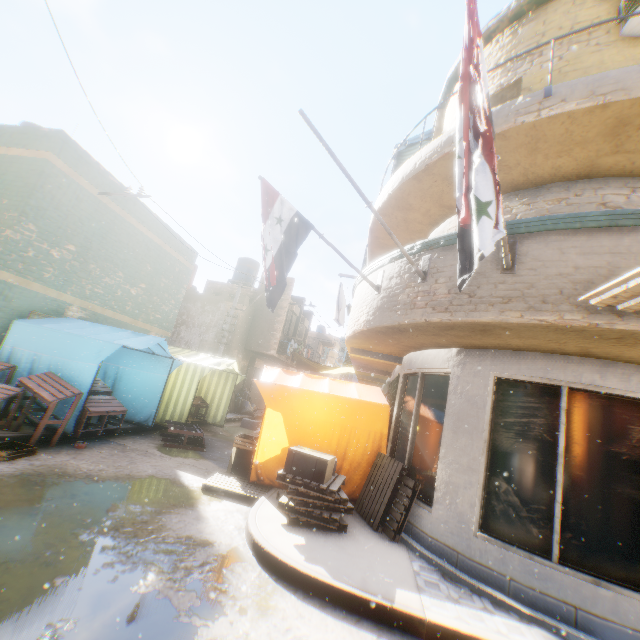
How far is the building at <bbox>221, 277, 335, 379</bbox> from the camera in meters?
18.1

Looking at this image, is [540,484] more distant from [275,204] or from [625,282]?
[275,204]

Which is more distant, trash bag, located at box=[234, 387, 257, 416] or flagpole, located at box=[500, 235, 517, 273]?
trash bag, located at box=[234, 387, 257, 416]

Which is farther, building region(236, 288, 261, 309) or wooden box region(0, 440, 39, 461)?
building region(236, 288, 261, 309)

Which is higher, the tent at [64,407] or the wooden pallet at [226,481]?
the tent at [64,407]

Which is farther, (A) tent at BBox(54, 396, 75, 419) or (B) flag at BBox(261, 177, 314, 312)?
(A) tent at BBox(54, 396, 75, 419)

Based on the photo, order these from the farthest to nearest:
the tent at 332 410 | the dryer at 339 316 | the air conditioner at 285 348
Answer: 1. the air conditioner at 285 348
2. the dryer at 339 316
3. the tent at 332 410

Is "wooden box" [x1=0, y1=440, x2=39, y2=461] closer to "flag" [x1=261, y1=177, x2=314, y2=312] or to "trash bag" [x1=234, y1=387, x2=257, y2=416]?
"flag" [x1=261, y1=177, x2=314, y2=312]
